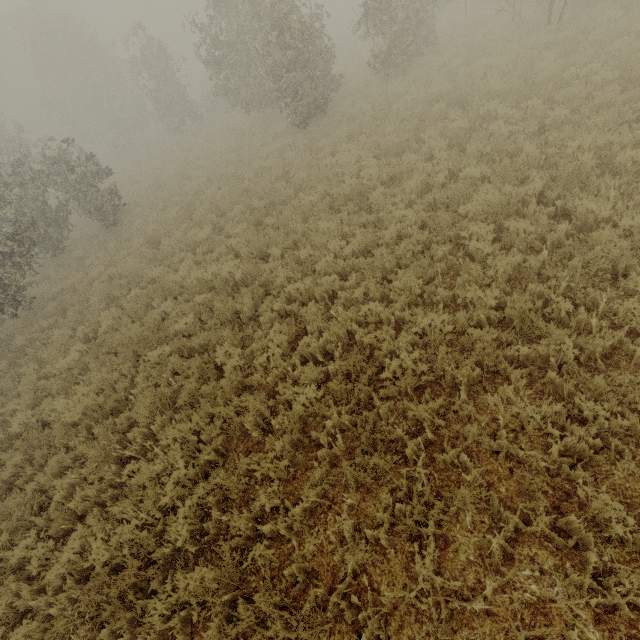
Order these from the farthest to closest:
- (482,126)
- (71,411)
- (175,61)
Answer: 1. (175,61)
2. (482,126)
3. (71,411)
